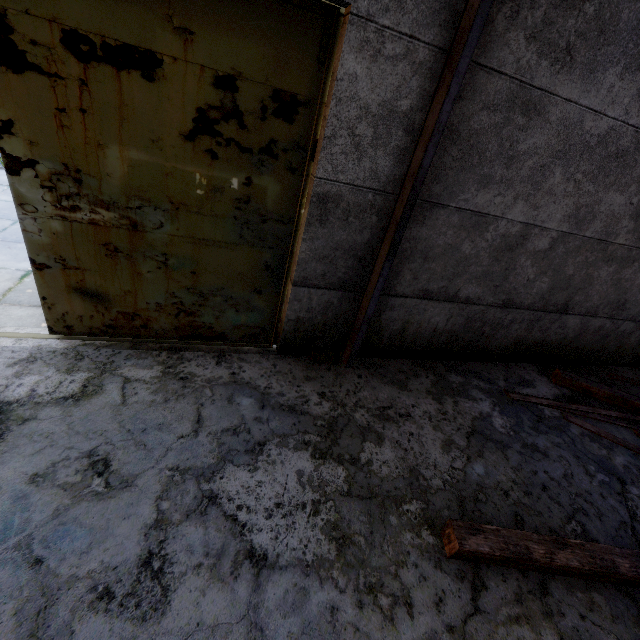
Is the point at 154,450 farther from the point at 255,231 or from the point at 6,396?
the point at 255,231

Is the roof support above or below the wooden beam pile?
above

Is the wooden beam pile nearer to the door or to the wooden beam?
the wooden beam

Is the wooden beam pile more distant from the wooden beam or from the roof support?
the roof support

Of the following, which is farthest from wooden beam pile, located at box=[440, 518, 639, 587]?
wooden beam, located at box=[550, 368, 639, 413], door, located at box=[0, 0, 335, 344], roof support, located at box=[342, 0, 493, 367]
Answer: door, located at box=[0, 0, 335, 344]

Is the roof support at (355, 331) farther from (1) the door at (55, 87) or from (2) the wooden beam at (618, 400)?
(2) the wooden beam at (618, 400)
